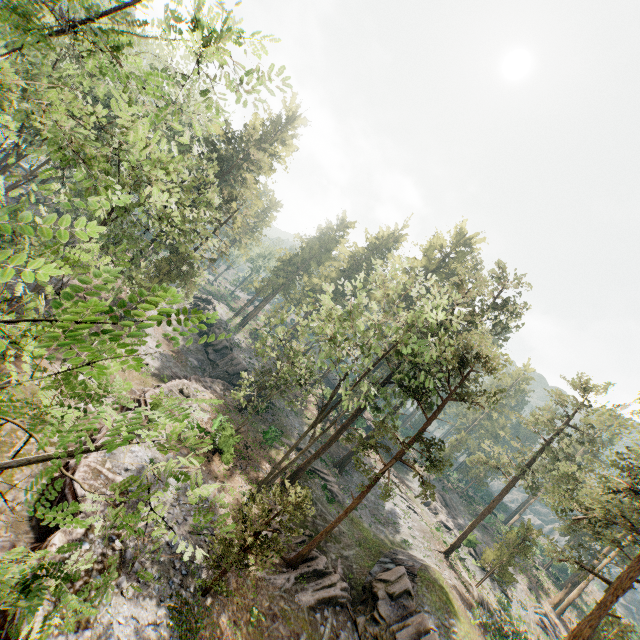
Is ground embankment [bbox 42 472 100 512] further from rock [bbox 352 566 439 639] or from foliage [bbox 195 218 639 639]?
rock [bbox 352 566 439 639]

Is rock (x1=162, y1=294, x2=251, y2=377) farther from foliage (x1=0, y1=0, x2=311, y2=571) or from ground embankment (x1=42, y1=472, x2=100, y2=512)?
foliage (x1=0, y1=0, x2=311, y2=571)

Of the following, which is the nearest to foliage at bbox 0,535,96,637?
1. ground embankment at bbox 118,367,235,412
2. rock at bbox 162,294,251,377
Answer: ground embankment at bbox 118,367,235,412

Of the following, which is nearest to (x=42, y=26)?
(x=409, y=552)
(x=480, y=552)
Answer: (x=409, y=552)

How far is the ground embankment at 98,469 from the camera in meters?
14.7

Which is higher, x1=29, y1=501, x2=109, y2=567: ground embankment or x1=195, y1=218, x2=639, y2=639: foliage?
x1=195, y1=218, x2=639, y2=639: foliage

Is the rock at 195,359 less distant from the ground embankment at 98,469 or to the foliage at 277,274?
the ground embankment at 98,469
